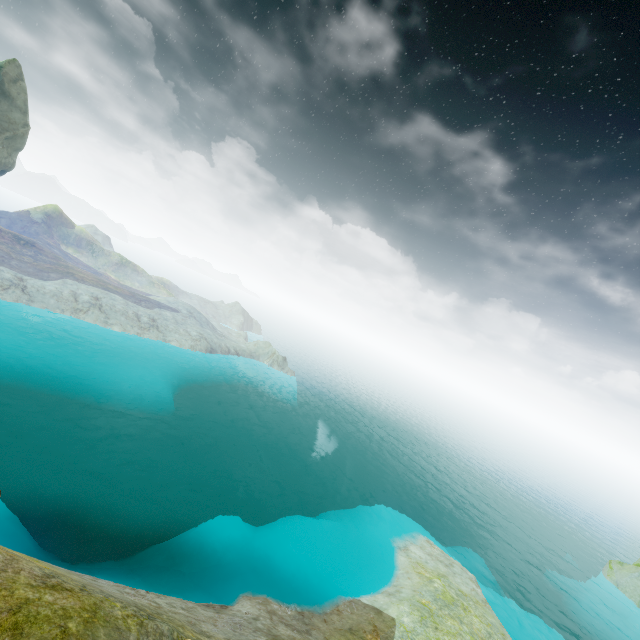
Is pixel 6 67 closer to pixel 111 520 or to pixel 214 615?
pixel 111 520
